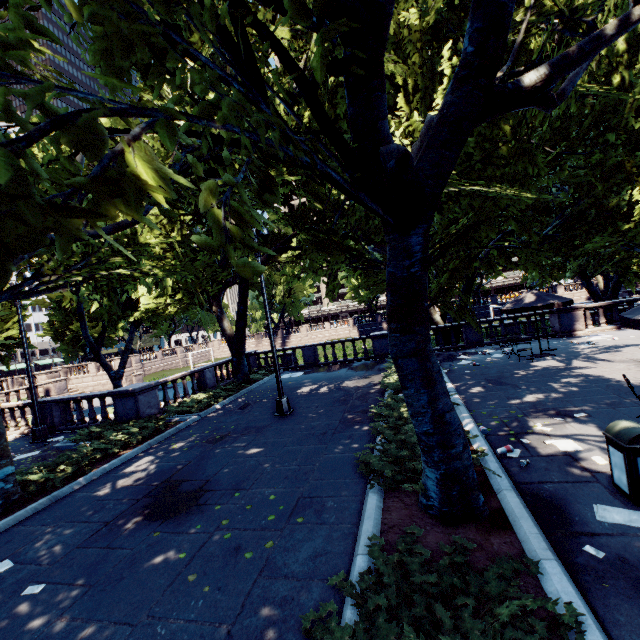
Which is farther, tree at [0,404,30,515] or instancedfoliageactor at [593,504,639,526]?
tree at [0,404,30,515]

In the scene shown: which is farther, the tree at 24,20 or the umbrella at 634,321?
the umbrella at 634,321

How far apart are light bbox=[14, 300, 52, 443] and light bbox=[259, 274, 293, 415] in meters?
9.7 m

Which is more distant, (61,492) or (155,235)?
(155,235)

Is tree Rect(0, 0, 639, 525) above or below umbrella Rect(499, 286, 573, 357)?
above

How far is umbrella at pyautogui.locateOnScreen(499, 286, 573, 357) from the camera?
13.2 meters

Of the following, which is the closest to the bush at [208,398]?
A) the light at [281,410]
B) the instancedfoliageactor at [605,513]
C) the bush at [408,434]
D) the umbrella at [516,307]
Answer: the light at [281,410]

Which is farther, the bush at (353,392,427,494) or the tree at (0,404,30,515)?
the tree at (0,404,30,515)
